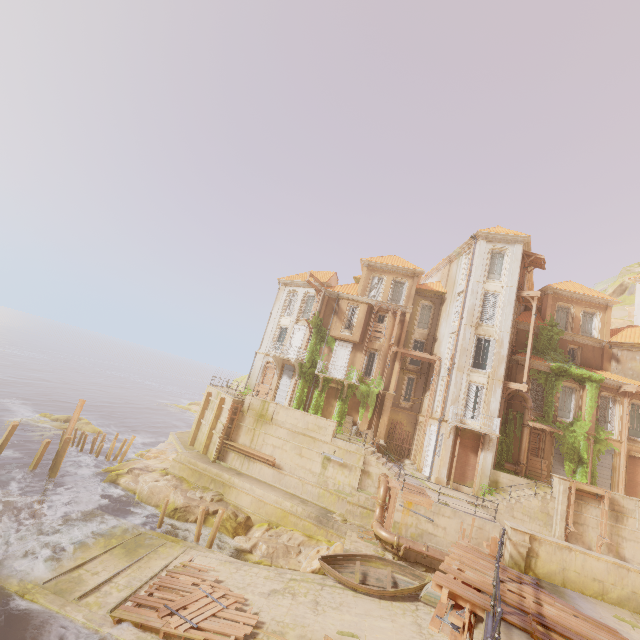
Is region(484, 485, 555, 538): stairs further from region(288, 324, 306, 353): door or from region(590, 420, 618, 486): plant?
region(288, 324, 306, 353): door

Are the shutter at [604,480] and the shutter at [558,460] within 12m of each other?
yes

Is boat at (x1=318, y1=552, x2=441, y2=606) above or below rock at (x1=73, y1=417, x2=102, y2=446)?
above

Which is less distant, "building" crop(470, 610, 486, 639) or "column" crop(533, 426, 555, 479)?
"building" crop(470, 610, 486, 639)

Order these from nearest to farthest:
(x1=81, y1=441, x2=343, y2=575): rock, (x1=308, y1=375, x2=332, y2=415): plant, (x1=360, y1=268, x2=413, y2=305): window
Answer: (x1=81, y1=441, x2=343, y2=575): rock, (x1=308, y1=375, x2=332, y2=415): plant, (x1=360, y1=268, x2=413, y2=305): window

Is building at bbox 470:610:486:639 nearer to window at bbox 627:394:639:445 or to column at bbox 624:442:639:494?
column at bbox 624:442:639:494

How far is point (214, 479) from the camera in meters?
23.4 m

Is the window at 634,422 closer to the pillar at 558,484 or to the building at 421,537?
the pillar at 558,484
